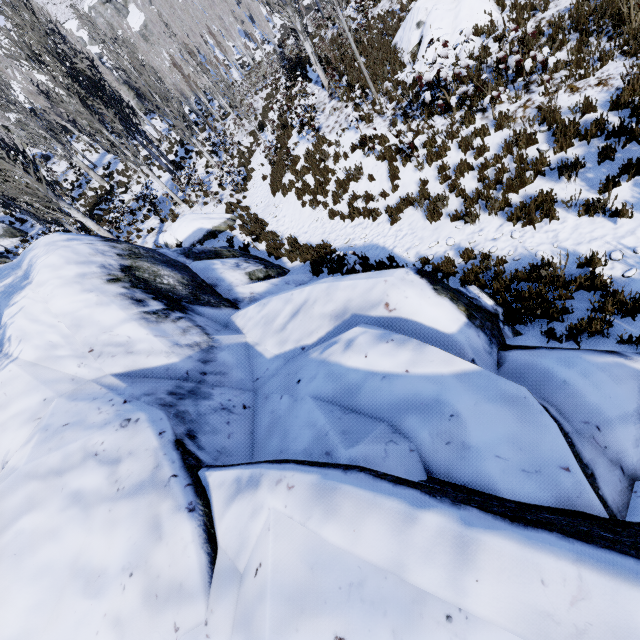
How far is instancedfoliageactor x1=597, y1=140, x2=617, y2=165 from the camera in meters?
5.5 m

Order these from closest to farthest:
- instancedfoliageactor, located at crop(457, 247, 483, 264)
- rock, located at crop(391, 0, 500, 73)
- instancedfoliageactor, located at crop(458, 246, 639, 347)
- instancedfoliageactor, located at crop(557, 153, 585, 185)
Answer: instancedfoliageactor, located at crop(458, 246, 639, 347) → instancedfoliageactor, located at crop(557, 153, 585, 185) → instancedfoliageactor, located at crop(457, 247, 483, 264) → rock, located at crop(391, 0, 500, 73)

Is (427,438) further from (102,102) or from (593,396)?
(102,102)

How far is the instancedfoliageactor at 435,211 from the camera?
7.6m

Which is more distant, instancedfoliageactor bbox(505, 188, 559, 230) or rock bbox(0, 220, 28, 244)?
rock bbox(0, 220, 28, 244)

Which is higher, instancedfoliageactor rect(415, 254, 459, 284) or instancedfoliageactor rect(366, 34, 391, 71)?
instancedfoliageactor rect(366, 34, 391, 71)
